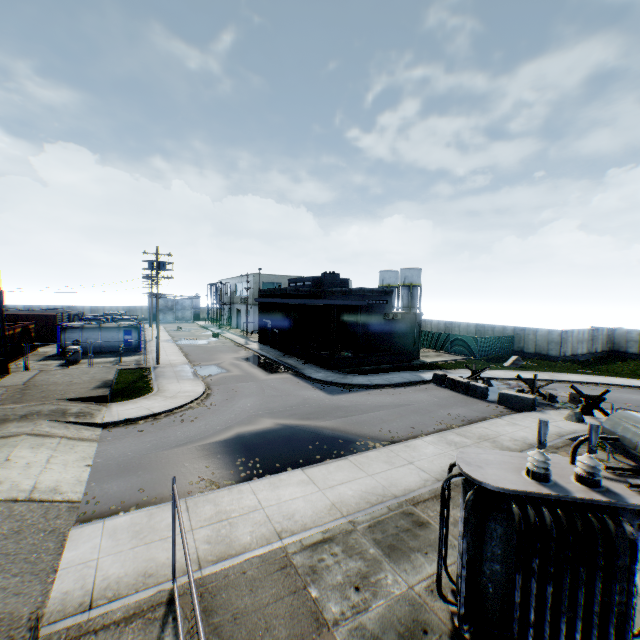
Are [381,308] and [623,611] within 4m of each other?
no

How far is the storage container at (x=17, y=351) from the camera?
26.09m

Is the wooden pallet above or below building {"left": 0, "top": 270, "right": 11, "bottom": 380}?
above

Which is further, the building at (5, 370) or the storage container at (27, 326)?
the storage container at (27, 326)

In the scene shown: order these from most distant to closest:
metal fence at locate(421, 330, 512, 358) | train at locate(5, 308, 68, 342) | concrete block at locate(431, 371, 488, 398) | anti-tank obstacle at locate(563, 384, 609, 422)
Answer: train at locate(5, 308, 68, 342)
metal fence at locate(421, 330, 512, 358)
concrete block at locate(431, 371, 488, 398)
anti-tank obstacle at locate(563, 384, 609, 422)

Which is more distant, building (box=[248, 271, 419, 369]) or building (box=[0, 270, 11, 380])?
building (box=[248, 271, 419, 369])

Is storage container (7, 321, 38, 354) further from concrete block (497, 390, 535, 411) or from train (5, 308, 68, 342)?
concrete block (497, 390, 535, 411)

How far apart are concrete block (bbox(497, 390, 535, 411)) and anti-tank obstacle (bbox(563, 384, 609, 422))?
1.7 meters
